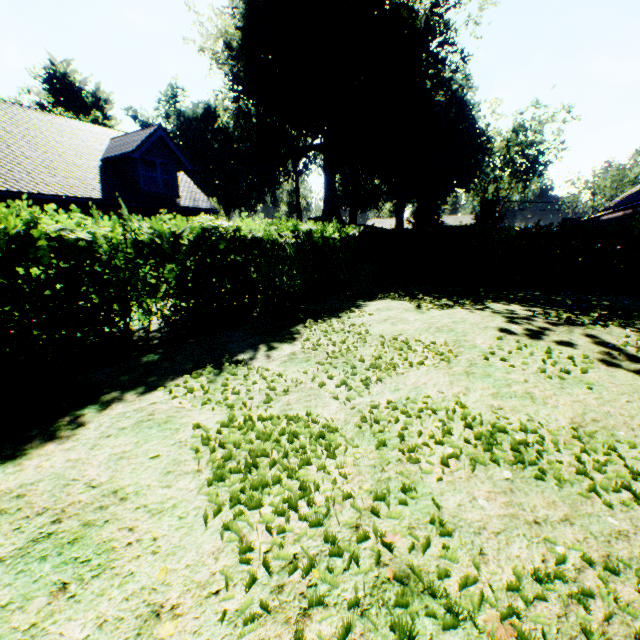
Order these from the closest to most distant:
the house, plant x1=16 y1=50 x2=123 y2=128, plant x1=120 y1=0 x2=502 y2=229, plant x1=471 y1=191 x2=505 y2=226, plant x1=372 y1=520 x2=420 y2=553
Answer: plant x1=372 y1=520 x2=420 y2=553
the house
plant x1=120 y1=0 x2=502 y2=229
plant x1=16 y1=50 x2=123 y2=128
plant x1=471 y1=191 x2=505 y2=226

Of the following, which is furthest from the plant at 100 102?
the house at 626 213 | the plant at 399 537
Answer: the plant at 399 537

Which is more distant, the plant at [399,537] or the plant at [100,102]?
the plant at [100,102]

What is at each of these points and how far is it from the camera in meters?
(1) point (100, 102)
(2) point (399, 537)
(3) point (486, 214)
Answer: (1) plant, 43.9 m
(2) plant, 2.0 m
(3) plant, 43.0 m

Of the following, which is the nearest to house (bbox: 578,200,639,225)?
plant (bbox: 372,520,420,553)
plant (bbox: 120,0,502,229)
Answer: plant (bbox: 120,0,502,229)

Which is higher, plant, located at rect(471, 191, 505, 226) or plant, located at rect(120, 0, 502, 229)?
plant, located at rect(120, 0, 502, 229)

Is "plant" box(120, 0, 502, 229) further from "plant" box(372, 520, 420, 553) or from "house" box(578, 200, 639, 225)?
"plant" box(372, 520, 420, 553)

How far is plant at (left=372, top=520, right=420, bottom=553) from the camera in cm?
199
